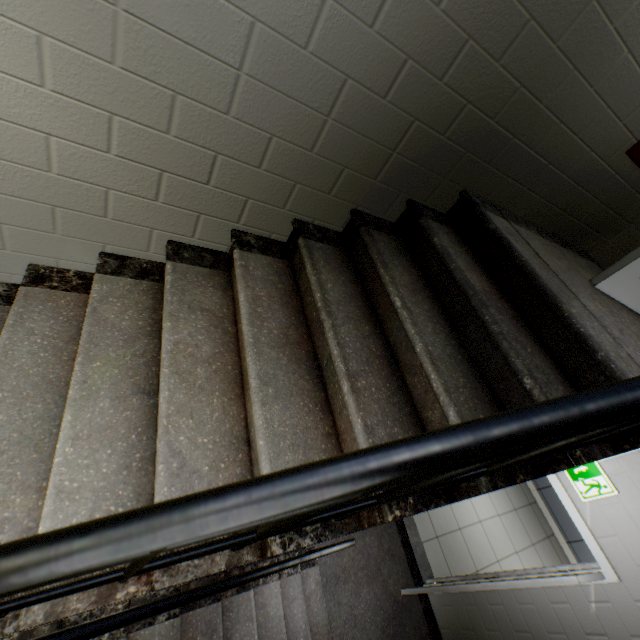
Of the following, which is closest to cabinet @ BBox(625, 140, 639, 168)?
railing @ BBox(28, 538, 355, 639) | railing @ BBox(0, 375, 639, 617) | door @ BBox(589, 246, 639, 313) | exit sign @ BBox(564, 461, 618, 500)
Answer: door @ BBox(589, 246, 639, 313)

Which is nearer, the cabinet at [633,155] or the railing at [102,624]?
the railing at [102,624]

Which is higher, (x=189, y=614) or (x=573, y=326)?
(x=573, y=326)

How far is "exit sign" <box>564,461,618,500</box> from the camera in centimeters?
258cm

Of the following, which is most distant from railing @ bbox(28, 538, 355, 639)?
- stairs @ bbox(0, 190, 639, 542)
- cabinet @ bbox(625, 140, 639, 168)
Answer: cabinet @ bbox(625, 140, 639, 168)

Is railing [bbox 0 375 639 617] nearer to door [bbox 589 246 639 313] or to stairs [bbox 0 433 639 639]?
stairs [bbox 0 433 639 639]

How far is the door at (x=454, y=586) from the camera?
2.5 meters

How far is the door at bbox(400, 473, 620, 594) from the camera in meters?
2.5
